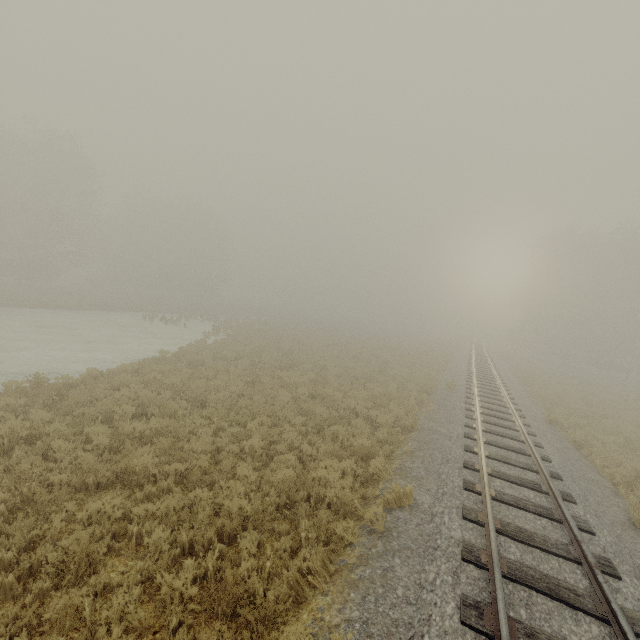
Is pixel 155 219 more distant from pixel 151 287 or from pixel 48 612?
pixel 48 612
